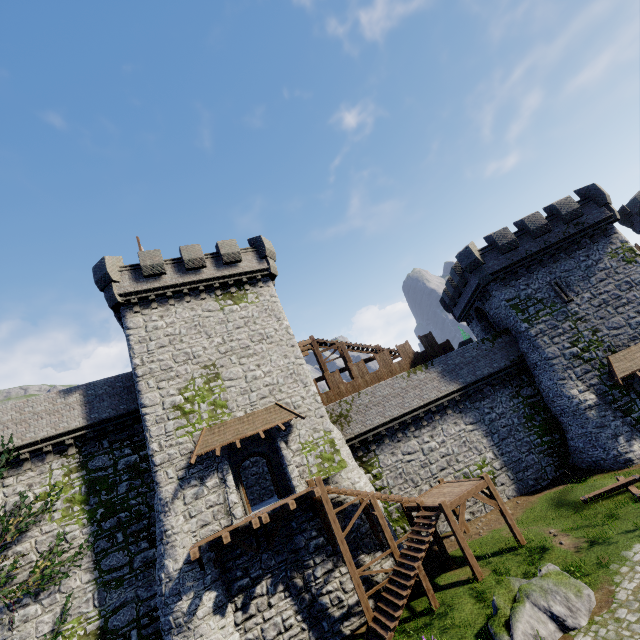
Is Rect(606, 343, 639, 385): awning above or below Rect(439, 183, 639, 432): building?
below

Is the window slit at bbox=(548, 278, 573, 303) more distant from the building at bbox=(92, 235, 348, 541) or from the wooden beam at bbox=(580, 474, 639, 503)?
the building at bbox=(92, 235, 348, 541)

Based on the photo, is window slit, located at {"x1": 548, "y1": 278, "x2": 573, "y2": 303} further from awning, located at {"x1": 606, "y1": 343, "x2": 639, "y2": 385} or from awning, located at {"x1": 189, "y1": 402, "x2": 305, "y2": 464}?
awning, located at {"x1": 189, "y1": 402, "x2": 305, "y2": 464}

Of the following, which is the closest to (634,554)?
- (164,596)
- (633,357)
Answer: (633,357)

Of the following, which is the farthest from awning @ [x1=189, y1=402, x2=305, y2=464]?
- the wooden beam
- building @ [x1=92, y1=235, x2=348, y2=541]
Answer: the wooden beam

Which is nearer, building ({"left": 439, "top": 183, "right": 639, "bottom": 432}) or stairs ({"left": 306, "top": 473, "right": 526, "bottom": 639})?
stairs ({"left": 306, "top": 473, "right": 526, "bottom": 639})

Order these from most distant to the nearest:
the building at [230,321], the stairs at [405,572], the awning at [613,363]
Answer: the awning at [613,363] → the building at [230,321] → the stairs at [405,572]

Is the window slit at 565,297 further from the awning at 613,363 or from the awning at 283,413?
the awning at 283,413
